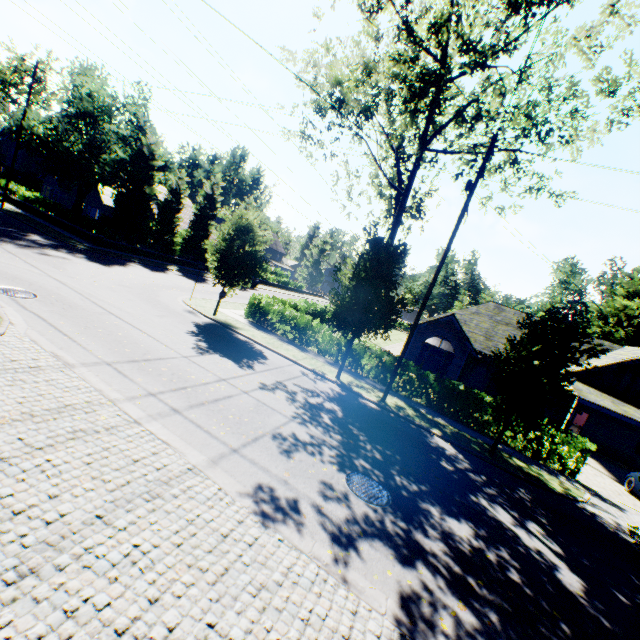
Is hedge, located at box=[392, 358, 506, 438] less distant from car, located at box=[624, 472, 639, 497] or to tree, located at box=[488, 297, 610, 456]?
tree, located at box=[488, 297, 610, 456]

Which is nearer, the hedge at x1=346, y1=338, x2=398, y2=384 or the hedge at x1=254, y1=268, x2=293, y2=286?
the hedge at x1=346, y1=338, x2=398, y2=384

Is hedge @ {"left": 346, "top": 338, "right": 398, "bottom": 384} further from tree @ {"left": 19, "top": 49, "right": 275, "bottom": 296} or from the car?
the car

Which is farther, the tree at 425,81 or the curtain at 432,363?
the curtain at 432,363

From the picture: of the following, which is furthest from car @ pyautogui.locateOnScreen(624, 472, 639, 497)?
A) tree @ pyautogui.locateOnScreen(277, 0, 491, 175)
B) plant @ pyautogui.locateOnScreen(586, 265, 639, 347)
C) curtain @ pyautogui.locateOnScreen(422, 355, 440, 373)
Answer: plant @ pyautogui.locateOnScreen(586, 265, 639, 347)

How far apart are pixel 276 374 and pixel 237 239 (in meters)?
8.24

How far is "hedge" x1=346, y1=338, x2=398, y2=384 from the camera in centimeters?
1712cm

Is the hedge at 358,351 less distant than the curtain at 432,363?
Yes
